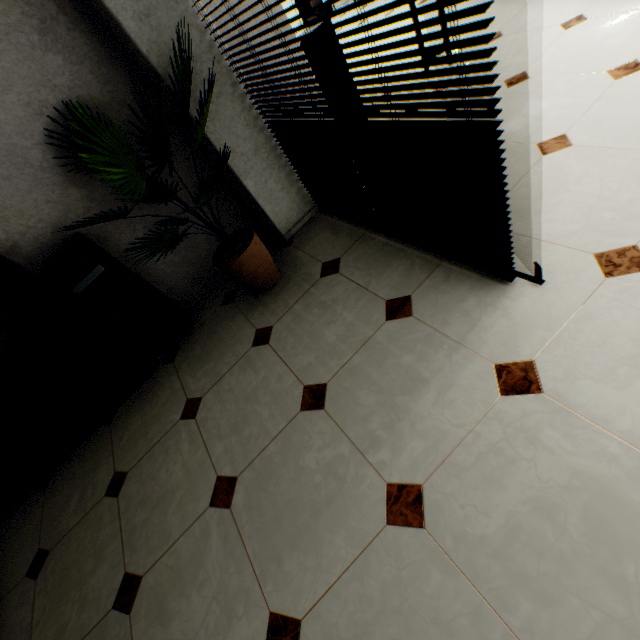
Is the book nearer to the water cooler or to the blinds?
the water cooler

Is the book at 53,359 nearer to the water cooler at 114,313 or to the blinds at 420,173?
the water cooler at 114,313

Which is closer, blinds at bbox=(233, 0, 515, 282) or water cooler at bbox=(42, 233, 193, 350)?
blinds at bbox=(233, 0, 515, 282)

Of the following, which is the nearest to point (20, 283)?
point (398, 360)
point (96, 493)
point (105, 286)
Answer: point (105, 286)

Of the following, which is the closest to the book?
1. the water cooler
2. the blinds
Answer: the water cooler

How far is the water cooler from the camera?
2.3 meters
